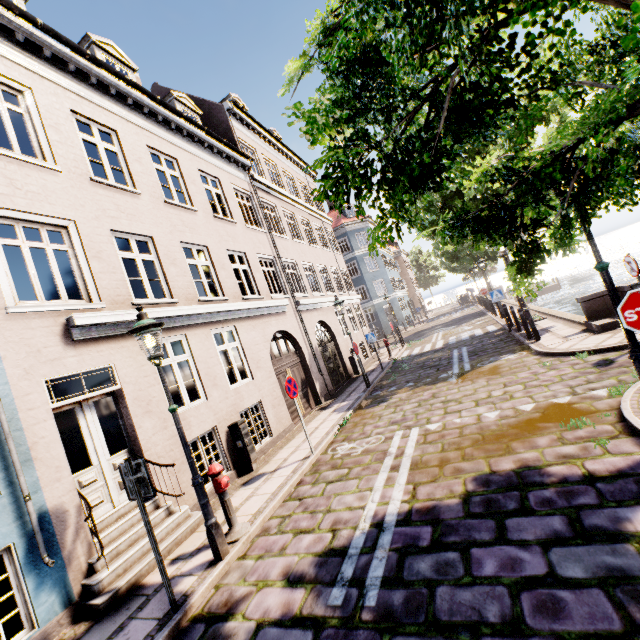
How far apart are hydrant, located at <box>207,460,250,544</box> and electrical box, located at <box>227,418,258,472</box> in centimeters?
250cm

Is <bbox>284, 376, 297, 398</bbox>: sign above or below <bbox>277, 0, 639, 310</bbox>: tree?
below

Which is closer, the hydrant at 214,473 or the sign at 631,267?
the hydrant at 214,473

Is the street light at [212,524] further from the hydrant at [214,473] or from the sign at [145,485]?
the sign at [145,485]

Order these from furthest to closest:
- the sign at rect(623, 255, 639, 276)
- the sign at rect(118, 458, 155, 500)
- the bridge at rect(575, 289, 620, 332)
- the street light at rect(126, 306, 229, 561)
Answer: the bridge at rect(575, 289, 620, 332), the sign at rect(623, 255, 639, 276), the street light at rect(126, 306, 229, 561), the sign at rect(118, 458, 155, 500)

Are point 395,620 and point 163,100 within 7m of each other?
no

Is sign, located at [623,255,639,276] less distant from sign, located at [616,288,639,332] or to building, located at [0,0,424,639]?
sign, located at [616,288,639,332]

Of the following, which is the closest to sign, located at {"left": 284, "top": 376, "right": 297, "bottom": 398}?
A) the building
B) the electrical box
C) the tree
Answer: the electrical box
